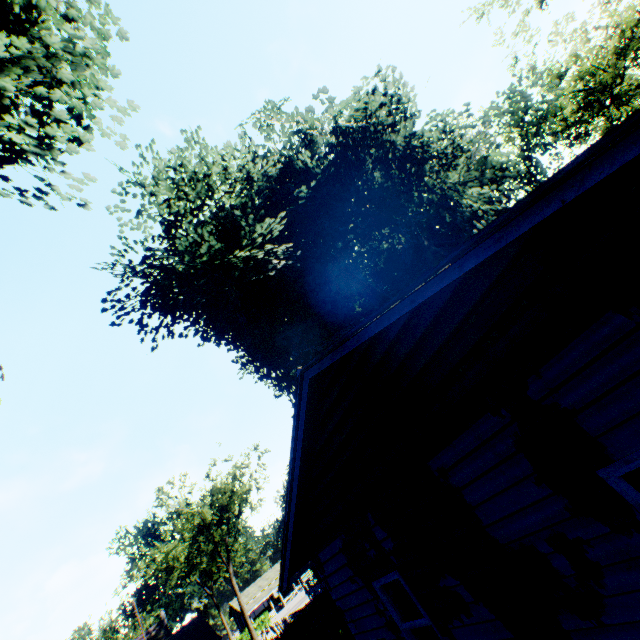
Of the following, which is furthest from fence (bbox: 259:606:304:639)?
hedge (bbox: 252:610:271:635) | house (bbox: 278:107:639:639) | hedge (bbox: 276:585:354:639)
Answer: hedge (bbox: 252:610:271:635)

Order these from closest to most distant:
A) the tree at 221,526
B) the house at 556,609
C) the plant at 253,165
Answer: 1. the house at 556,609
2. the plant at 253,165
3. the tree at 221,526

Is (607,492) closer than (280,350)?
Yes

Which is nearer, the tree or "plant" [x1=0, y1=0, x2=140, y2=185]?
"plant" [x1=0, y1=0, x2=140, y2=185]

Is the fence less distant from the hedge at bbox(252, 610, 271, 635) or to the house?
the house

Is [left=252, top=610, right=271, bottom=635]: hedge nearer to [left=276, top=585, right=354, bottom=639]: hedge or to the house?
[left=276, top=585, right=354, bottom=639]: hedge

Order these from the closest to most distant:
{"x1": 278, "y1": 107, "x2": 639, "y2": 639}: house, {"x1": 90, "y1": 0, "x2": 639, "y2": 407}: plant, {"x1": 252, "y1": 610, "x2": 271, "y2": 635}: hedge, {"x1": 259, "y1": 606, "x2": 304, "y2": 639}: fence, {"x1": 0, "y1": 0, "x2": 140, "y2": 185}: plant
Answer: {"x1": 278, "y1": 107, "x2": 639, "y2": 639}: house, {"x1": 0, "y1": 0, "x2": 140, "y2": 185}: plant, {"x1": 90, "y1": 0, "x2": 639, "y2": 407}: plant, {"x1": 259, "y1": 606, "x2": 304, "y2": 639}: fence, {"x1": 252, "y1": 610, "x2": 271, "y2": 635}: hedge

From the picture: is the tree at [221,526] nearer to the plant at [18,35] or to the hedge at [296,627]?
the hedge at [296,627]
